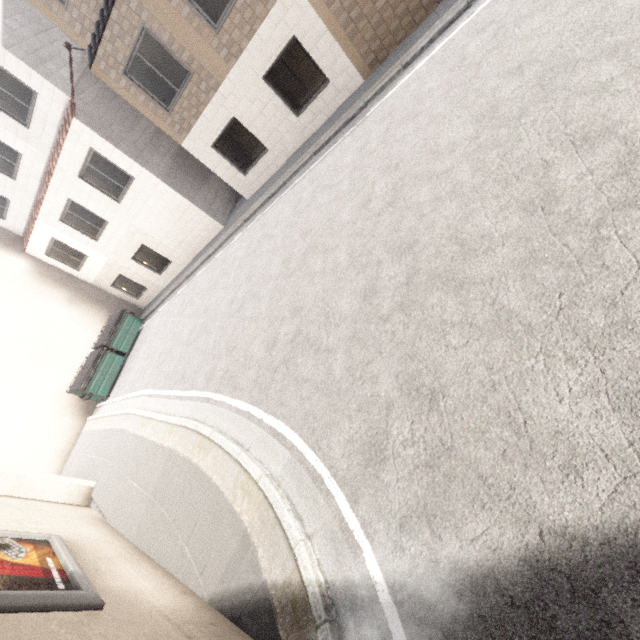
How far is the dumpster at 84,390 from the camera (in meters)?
14.03

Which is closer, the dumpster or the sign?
the sign

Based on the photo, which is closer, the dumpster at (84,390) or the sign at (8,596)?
the sign at (8,596)

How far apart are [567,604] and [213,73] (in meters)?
12.99

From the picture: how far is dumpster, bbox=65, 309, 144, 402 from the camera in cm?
1403

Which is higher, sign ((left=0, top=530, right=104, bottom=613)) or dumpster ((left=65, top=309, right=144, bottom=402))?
sign ((left=0, top=530, right=104, bottom=613))
